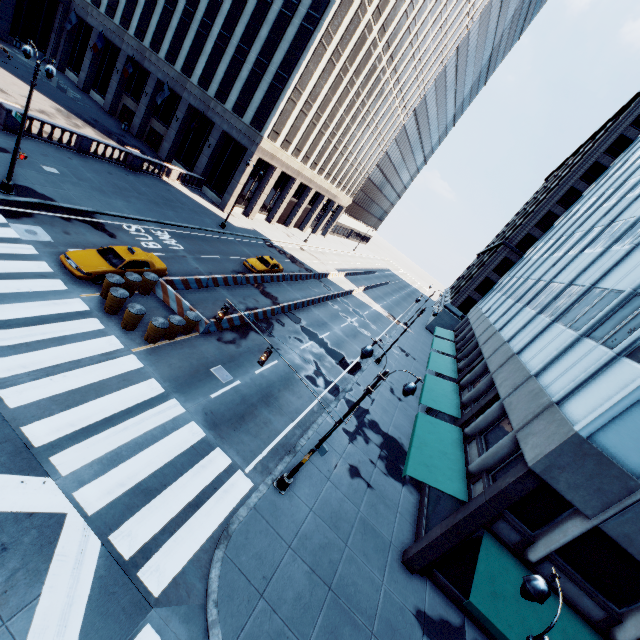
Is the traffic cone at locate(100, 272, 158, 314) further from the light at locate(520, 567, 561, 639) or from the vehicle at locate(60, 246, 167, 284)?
the light at locate(520, 567, 561, 639)

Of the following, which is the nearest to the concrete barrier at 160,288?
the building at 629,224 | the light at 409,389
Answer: the light at 409,389

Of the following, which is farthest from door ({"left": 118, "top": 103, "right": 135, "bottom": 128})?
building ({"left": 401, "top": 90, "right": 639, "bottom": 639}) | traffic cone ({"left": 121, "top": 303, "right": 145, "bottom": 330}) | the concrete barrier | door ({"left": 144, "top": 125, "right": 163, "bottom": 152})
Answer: building ({"left": 401, "top": 90, "right": 639, "bottom": 639})

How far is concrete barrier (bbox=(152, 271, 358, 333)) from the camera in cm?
1825

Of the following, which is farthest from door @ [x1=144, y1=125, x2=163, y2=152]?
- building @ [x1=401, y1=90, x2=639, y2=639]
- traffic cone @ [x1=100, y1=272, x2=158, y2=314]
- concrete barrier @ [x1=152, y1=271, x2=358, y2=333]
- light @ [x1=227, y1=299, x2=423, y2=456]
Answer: building @ [x1=401, y1=90, x2=639, y2=639]

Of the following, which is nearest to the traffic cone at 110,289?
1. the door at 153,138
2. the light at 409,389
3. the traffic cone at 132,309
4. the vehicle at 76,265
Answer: the vehicle at 76,265

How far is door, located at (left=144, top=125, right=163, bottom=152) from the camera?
42.3 meters

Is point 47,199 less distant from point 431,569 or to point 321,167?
point 431,569
